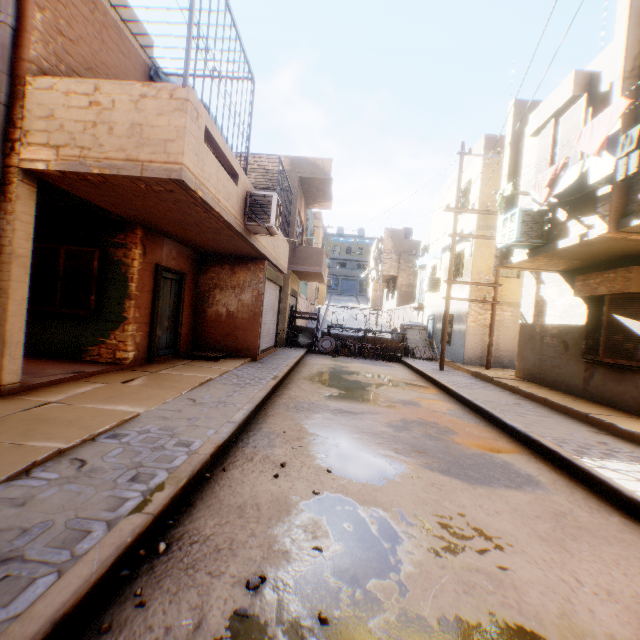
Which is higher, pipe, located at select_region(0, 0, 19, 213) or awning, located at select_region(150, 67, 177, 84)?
awning, located at select_region(150, 67, 177, 84)

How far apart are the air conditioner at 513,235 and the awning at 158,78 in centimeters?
748cm

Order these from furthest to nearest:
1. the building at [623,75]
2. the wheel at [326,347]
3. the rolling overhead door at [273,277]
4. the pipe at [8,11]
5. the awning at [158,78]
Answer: the wheel at [326,347]
the rolling overhead door at [273,277]
the awning at [158,78]
the building at [623,75]
the pipe at [8,11]

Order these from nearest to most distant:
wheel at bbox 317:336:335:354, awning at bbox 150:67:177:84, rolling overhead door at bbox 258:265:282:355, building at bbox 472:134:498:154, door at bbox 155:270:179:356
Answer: awning at bbox 150:67:177:84 → door at bbox 155:270:179:356 → rolling overhead door at bbox 258:265:282:355 → building at bbox 472:134:498:154 → wheel at bbox 317:336:335:354

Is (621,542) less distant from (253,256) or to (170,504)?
(170,504)

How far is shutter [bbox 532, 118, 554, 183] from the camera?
7.6 meters

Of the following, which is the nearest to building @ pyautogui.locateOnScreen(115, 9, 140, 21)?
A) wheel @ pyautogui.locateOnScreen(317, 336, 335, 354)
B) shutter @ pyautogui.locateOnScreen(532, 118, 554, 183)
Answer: shutter @ pyautogui.locateOnScreen(532, 118, 554, 183)

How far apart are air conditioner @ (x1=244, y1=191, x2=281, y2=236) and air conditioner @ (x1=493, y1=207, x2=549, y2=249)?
4.9m
